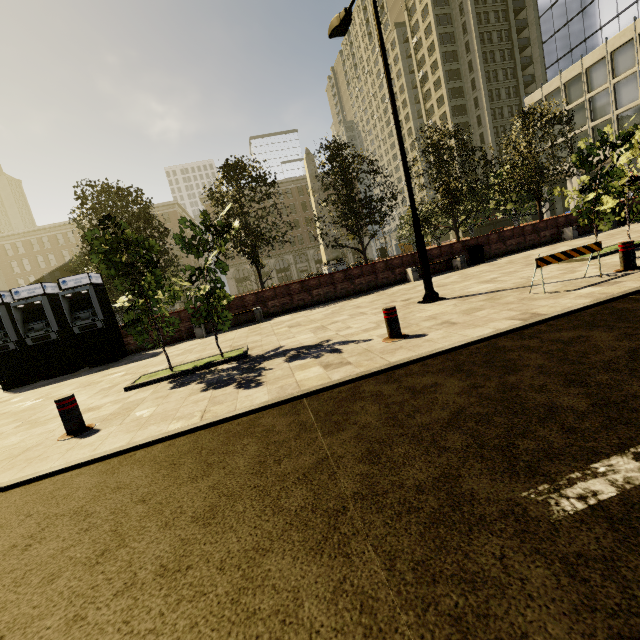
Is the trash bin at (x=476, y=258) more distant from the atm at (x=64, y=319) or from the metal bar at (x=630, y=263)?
the atm at (x=64, y=319)

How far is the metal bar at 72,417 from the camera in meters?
4.4

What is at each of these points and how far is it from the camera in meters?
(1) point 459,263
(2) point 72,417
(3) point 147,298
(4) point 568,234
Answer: (1) bench, 14.5 m
(2) metal bar, 4.5 m
(3) tree, 6.8 m
(4) bench, 15.7 m

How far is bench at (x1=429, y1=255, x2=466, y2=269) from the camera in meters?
14.3 m

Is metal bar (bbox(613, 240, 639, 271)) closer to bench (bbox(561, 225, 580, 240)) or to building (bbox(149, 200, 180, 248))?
building (bbox(149, 200, 180, 248))

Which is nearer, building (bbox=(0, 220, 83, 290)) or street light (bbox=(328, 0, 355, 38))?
street light (bbox=(328, 0, 355, 38))

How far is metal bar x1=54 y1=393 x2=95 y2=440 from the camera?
4.4m

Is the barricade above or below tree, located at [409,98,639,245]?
below
